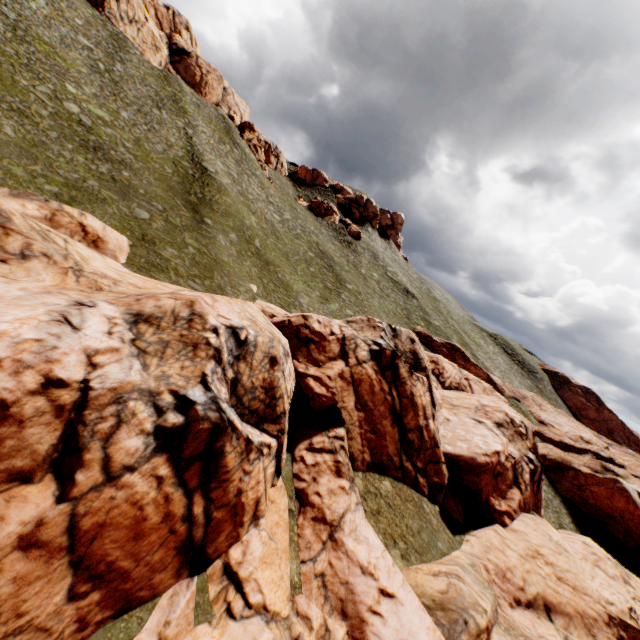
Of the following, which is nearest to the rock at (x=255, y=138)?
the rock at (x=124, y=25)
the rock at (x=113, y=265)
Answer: the rock at (x=124, y=25)

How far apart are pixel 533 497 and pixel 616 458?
28.4 meters

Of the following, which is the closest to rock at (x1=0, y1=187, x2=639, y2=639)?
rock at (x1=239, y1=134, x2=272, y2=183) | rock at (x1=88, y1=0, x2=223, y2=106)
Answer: rock at (x1=88, y1=0, x2=223, y2=106)

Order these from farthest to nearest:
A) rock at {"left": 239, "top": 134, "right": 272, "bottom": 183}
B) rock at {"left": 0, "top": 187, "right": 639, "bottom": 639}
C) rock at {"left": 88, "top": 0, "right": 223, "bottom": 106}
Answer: rock at {"left": 239, "top": 134, "right": 272, "bottom": 183} → rock at {"left": 88, "top": 0, "right": 223, "bottom": 106} → rock at {"left": 0, "top": 187, "right": 639, "bottom": 639}

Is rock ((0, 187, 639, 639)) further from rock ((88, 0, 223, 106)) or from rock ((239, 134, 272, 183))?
rock ((239, 134, 272, 183))

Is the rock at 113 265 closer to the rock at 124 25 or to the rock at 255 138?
the rock at 124 25
